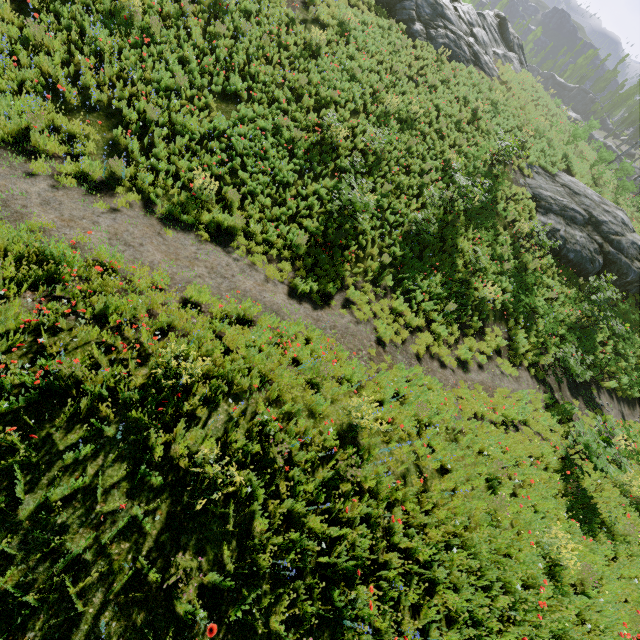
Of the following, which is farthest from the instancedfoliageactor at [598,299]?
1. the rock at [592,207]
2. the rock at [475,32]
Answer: the rock at [592,207]

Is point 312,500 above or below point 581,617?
below

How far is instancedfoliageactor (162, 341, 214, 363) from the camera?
5.09m

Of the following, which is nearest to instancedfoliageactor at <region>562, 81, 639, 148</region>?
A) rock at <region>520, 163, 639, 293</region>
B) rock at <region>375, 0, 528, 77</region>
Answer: rock at <region>375, 0, 528, 77</region>

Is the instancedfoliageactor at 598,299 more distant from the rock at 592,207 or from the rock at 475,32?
the rock at 592,207

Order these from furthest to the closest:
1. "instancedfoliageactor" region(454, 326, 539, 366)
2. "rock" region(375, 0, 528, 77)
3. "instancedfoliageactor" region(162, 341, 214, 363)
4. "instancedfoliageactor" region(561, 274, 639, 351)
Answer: "rock" region(375, 0, 528, 77)
"instancedfoliageactor" region(561, 274, 639, 351)
"instancedfoliageactor" region(454, 326, 539, 366)
"instancedfoliageactor" region(162, 341, 214, 363)
